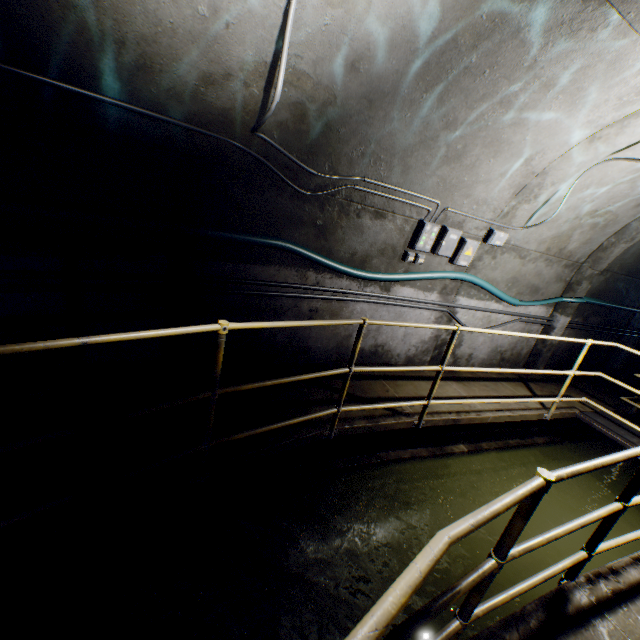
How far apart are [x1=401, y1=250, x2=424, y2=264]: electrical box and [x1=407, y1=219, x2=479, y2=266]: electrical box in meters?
0.1 m

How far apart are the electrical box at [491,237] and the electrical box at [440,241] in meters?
0.5 m

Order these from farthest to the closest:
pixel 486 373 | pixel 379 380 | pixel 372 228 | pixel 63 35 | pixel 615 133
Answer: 1. pixel 486 373
2. pixel 379 380
3. pixel 372 228
4. pixel 615 133
5. pixel 63 35

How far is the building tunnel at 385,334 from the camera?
4.9m

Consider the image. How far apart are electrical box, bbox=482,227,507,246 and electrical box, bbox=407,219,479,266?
0.5 meters

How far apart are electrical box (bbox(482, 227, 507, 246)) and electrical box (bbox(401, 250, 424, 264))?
0.92m

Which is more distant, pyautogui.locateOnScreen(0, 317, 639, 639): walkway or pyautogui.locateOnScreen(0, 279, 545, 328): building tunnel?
pyautogui.locateOnScreen(0, 279, 545, 328): building tunnel

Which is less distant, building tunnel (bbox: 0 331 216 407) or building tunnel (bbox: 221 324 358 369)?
building tunnel (bbox: 0 331 216 407)
